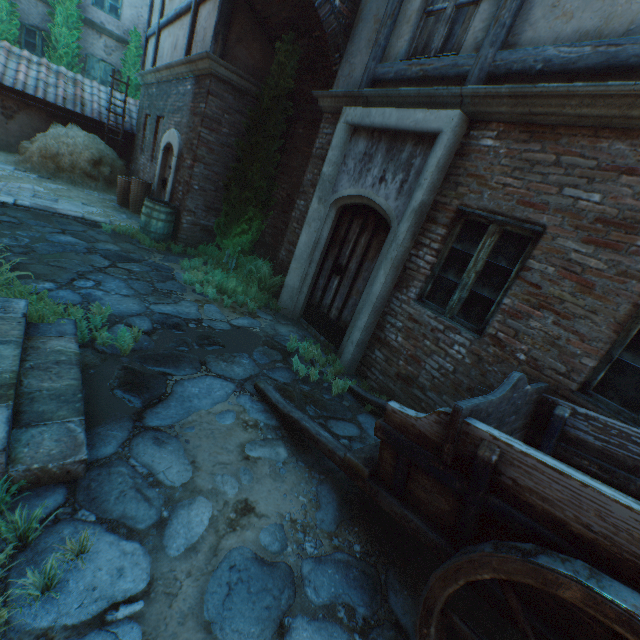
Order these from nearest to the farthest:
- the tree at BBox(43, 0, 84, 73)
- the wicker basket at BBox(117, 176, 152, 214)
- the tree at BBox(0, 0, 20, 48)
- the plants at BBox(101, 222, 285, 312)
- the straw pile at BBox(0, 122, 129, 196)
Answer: the plants at BBox(101, 222, 285, 312)
the wicker basket at BBox(117, 176, 152, 214)
the straw pile at BBox(0, 122, 129, 196)
the tree at BBox(0, 0, 20, 48)
the tree at BBox(43, 0, 84, 73)

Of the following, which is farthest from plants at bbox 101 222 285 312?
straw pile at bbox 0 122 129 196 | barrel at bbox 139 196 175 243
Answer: straw pile at bbox 0 122 129 196

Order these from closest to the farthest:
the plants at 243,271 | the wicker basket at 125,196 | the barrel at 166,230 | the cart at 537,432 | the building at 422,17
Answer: the cart at 537,432
the building at 422,17
the plants at 243,271
the barrel at 166,230
the wicker basket at 125,196

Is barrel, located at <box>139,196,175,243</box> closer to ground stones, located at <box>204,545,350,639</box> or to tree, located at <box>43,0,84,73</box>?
ground stones, located at <box>204,545,350,639</box>

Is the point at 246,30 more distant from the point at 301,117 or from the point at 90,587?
the point at 90,587

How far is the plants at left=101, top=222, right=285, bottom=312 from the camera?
6.0m

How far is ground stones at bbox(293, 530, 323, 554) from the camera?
2.3 meters

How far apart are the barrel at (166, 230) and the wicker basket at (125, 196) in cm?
182
